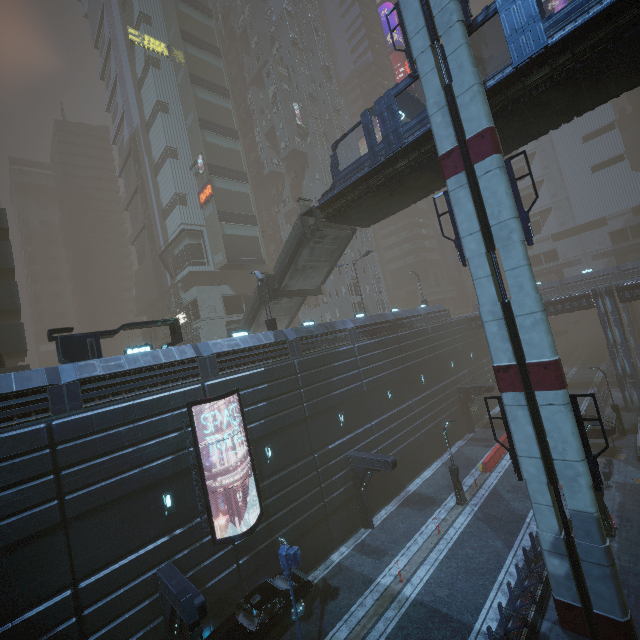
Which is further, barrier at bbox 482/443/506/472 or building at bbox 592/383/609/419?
building at bbox 592/383/609/419

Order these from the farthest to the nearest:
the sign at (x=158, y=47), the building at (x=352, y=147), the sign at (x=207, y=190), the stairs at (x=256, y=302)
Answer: the building at (x=352, y=147) < the sign at (x=158, y=47) < the sign at (x=207, y=190) < the stairs at (x=256, y=302)

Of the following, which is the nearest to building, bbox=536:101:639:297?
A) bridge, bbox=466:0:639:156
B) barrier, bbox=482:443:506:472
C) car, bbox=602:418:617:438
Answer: car, bbox=602:418:617:438

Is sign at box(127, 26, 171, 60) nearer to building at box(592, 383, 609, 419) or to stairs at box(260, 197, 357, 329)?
building at box(592, 383, 609, 419)

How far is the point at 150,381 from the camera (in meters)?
14.98

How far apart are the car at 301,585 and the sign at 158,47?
55.01m

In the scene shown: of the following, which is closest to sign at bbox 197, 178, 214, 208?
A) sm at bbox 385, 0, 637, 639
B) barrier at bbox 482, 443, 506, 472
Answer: sm at bbox 385, 0, 637, 639

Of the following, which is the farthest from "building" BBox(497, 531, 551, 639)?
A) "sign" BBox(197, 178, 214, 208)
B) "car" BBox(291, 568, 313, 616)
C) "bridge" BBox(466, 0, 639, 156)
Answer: "bridge" BBox(466, 0, 639, 156)
